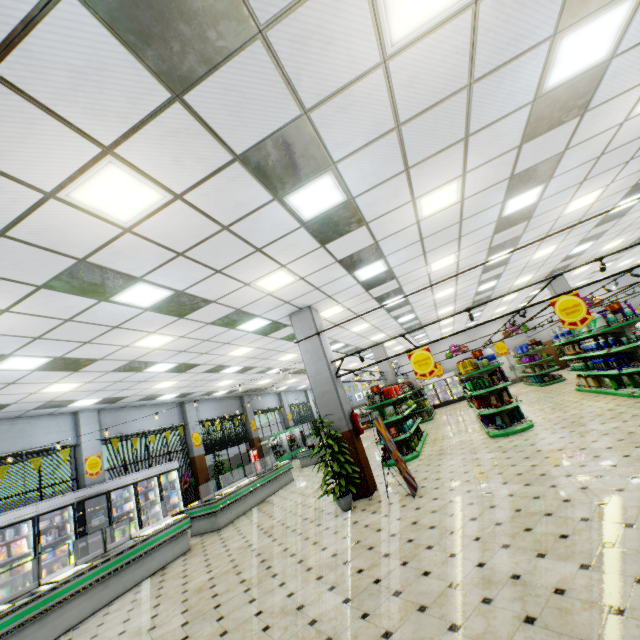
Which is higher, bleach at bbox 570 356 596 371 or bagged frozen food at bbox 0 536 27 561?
bagged frozen food at bbox 0 536 27 561

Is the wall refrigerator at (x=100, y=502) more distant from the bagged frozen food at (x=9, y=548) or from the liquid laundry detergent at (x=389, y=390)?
the liquid laundry detergent at (x=389, y=390)

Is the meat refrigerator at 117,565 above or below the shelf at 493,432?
above

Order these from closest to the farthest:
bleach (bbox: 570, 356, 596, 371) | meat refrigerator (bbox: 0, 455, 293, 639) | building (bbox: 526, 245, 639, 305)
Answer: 1. meat refrigerator (bbox: 0, 455, 293, 639)
2. bleach (bbox: 570, 356, 596, 371)
3. building (bbox: 526, 245, 639, 305)

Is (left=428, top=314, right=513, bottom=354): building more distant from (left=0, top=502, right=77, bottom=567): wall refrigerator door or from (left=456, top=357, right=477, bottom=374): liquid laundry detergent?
(left=456, top=357, right=477, bottom=374): liquid laundry detergent

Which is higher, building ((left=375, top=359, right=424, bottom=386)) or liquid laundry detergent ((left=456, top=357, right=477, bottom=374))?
building ((left=375, top=359, right=424, bottom=386))

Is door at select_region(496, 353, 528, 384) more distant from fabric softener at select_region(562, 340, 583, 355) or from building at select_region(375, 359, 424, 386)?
fabric softener at select_region(562, 340, 583, 355)

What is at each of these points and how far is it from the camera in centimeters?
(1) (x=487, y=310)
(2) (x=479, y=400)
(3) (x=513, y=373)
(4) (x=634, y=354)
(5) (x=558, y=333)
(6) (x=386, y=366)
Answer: (1) building, 1970cm
(2) spray bottle, 1105cm
(3) door, 2444cm
(4) shelf, 877cm
(5) bleach, 1199cm
(6) building, 1794cm
